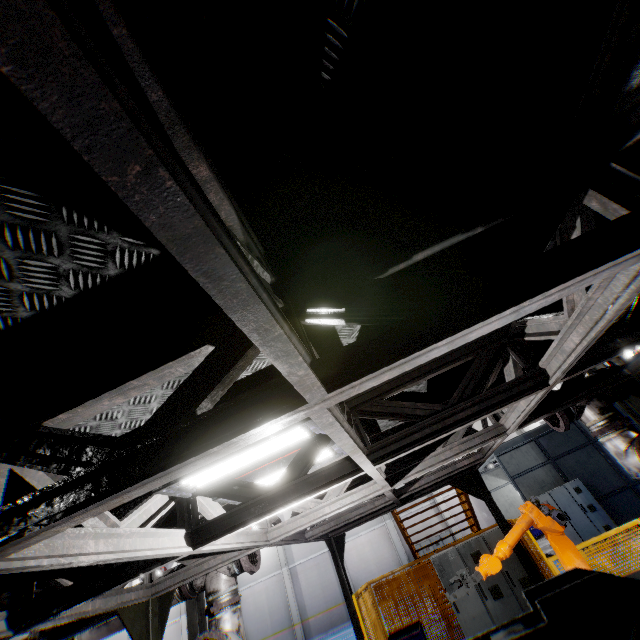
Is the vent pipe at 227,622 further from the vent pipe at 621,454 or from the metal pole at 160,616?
the vent pipe at 621,454

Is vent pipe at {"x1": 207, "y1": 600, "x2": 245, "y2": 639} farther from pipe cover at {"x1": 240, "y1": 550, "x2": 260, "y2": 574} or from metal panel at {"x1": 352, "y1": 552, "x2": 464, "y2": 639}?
metal panel at {"x1": 352, "y1": 552, "x2": 464, "y2": 639}

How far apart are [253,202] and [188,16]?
0.7m

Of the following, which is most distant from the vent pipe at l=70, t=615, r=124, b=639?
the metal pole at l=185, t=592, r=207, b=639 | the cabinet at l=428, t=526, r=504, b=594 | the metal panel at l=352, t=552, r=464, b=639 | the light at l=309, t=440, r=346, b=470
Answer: the metal pole at l=185, t=592, r=207, b=639

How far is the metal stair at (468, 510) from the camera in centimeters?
908cm

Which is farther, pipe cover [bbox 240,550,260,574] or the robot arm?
pipe cover [bbox 240,550,260,574]

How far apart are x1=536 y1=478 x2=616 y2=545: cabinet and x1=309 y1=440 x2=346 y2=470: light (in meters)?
13.68

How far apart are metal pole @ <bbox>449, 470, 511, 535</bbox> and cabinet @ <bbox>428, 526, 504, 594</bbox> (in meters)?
0.64
